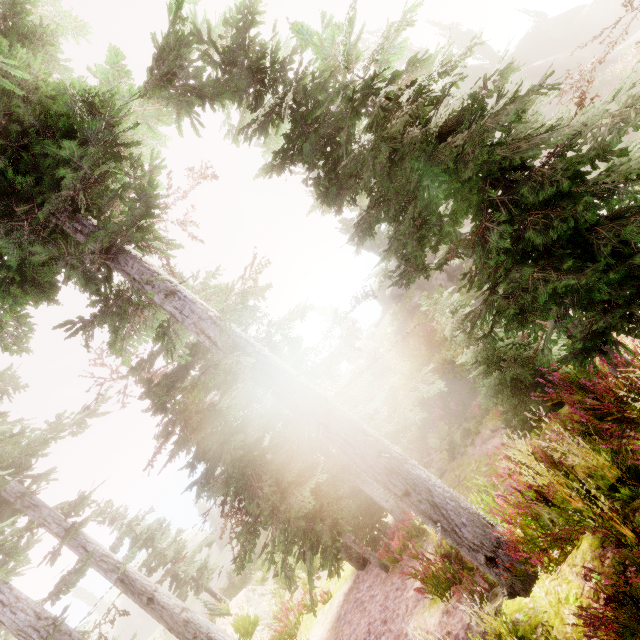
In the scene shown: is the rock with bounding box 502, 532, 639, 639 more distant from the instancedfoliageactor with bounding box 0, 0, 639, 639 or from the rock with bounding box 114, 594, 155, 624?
the rock with bounding box 114, 594, 155, 624

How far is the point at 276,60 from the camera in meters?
6.7 m

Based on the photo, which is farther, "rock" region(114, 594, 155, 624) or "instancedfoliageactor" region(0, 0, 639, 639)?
"rock" region(114, 594, 155, 624)

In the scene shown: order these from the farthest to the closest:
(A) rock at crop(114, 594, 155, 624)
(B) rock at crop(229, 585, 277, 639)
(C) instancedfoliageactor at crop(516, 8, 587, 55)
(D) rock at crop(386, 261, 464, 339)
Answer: (A) rock at crop(114, 594, 155, 624) < (C) instancedfoliageactor at crop(516, 8, 587, 55) < (D) rock at crop(386, 261, 464, 339) < (B) rock at crop(229, 585, 277, 639)

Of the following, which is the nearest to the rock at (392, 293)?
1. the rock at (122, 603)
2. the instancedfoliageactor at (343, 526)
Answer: the instancedfoliageactor at (343, 526)

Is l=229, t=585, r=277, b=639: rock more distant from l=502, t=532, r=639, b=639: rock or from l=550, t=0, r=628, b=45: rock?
l=550, t=0, r=628, b=45: rock

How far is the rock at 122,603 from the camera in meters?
50.4 m

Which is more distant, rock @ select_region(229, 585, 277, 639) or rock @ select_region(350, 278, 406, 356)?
rock @ select_region(350, 278, 406, 356)
